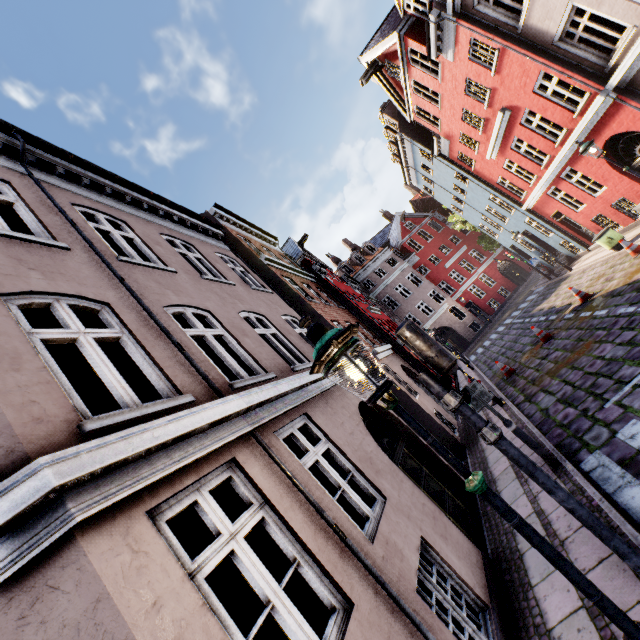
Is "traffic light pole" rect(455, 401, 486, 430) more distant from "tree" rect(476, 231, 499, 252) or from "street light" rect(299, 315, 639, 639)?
"tree" rect(476, 231, 499, 252)

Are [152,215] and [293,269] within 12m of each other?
yes

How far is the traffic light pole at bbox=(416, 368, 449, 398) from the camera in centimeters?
362cm

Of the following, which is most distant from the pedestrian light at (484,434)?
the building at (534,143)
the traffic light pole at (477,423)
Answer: the building at (534,143)

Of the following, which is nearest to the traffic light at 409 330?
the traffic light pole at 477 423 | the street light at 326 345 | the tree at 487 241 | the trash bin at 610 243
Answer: the traffic light pole at 477 423

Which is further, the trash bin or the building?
the trash bin

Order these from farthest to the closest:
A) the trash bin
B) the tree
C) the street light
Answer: the tree, the trash bin, the street light

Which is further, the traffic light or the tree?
the tree
